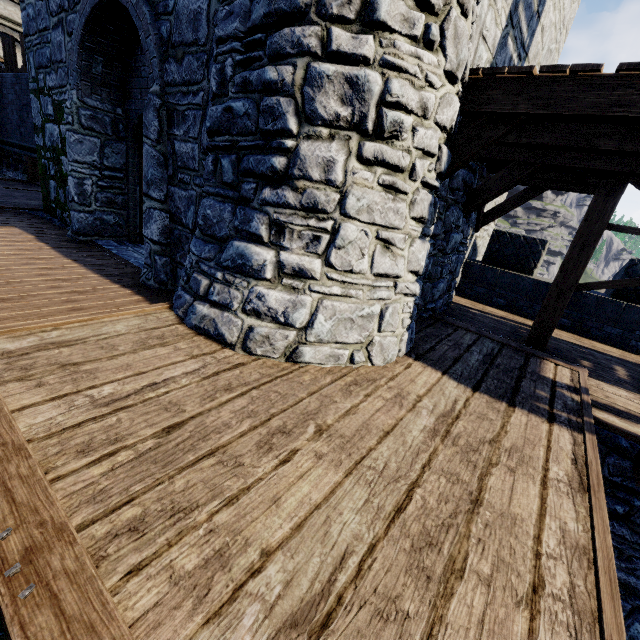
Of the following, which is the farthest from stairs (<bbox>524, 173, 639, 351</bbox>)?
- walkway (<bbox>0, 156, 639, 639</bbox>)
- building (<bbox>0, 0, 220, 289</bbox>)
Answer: building (<bbox>0, 0, 220, 289</bbox>)

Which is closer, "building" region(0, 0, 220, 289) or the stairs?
"building" region(0, 0, 220, 289)

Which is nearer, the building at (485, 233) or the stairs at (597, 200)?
the stairs at (597, 200)

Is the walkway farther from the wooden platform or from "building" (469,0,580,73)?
the wooden platform

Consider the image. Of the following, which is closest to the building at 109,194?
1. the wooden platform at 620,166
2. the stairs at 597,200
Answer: the wooden platform at 620,166

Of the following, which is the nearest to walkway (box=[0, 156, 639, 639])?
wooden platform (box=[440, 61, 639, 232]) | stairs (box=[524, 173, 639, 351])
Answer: stairs (box=[524, 173, 639, 351])

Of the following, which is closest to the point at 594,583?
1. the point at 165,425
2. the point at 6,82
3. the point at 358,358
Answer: the point at 358,358
